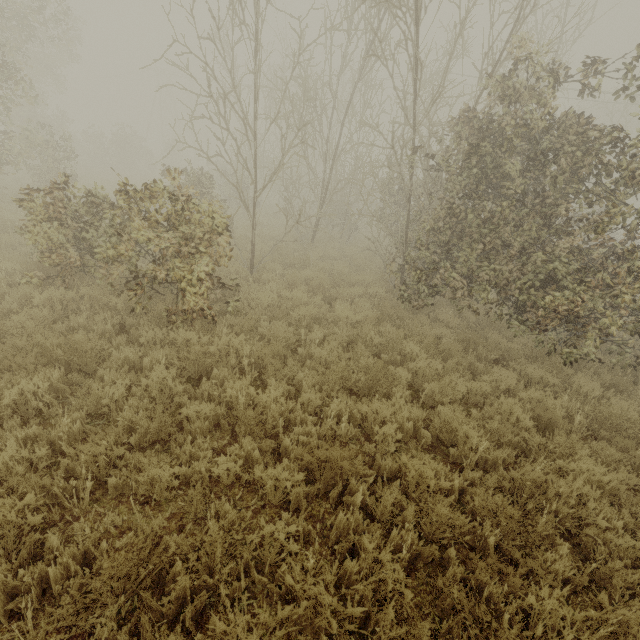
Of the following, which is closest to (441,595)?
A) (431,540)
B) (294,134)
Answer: (431,540)
